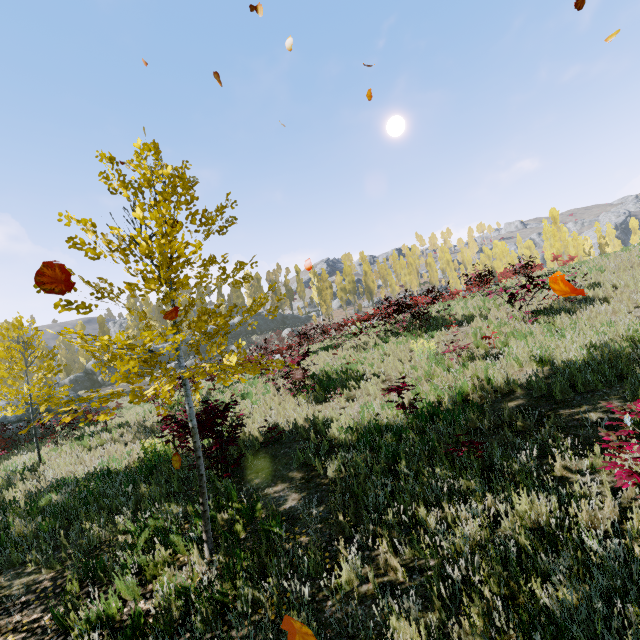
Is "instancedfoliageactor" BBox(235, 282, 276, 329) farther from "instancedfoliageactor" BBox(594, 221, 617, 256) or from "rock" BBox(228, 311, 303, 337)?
"rock" BBox(228, 311, 303, 337)

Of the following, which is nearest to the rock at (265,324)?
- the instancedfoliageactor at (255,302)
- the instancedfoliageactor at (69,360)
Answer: the instancedfoliageactor at (69,360)

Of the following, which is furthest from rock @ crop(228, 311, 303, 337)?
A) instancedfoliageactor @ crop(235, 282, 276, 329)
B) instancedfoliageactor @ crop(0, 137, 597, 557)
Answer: instancedfoliageactor @ crop(235, 282, 276, 329)

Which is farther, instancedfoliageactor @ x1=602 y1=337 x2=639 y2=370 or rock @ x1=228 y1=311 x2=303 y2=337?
rock @ x1=228 y1=311 x2=303 y2=337

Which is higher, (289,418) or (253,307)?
(253,307)

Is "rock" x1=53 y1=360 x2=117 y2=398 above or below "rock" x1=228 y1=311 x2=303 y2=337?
below

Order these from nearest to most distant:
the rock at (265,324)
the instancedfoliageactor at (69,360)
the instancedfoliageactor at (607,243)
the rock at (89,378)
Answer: the instancedfoliageactor at (69,360) < the instancedfoliageactor at (607,243) < the rock at (89,378) < the rock at (265,324)
